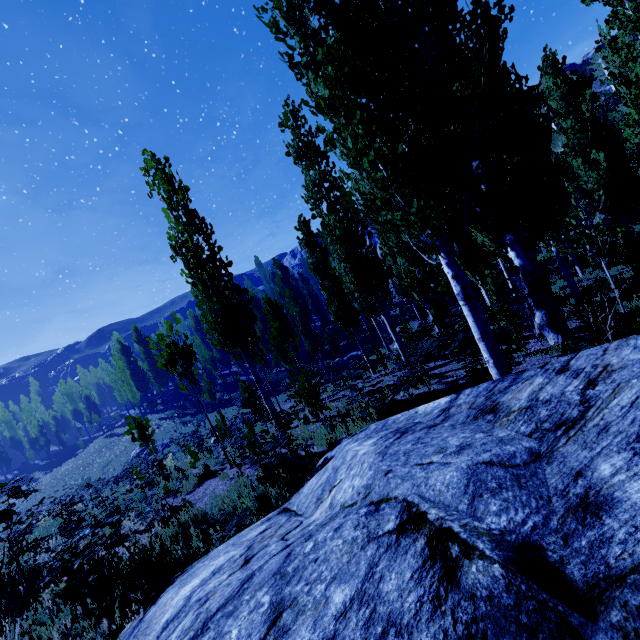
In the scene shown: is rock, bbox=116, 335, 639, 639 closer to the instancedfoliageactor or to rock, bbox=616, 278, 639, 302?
the instancedfoliageactor

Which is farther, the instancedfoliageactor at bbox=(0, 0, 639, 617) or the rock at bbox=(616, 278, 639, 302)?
the rock at bbox=(616, 278, 639, 302)

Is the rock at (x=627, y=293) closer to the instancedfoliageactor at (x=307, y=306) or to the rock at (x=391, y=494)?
the instancedfoliageactor at (x=307, y=306)

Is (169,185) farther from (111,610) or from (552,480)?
(552,480)

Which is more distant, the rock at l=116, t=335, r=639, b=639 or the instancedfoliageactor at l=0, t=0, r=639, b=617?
the instancedfoliageactor at l=0, t=0, r=639, b=617

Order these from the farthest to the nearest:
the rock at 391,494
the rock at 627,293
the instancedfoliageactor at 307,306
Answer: the rock at 627,293
the instancedfoliageactor at 307,306
the rock at 391,494

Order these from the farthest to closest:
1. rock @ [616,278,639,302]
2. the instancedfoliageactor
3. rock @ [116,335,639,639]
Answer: rock @ [616,278,639,302] → the instancedfoliageactor → rock @ [116,335,639,639]

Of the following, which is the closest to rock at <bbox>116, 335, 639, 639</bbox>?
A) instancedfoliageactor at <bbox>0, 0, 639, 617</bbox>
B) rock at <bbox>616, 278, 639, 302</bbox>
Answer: instancedfoliageactor at <bbox>0, 0, 639, 617</bbox>
